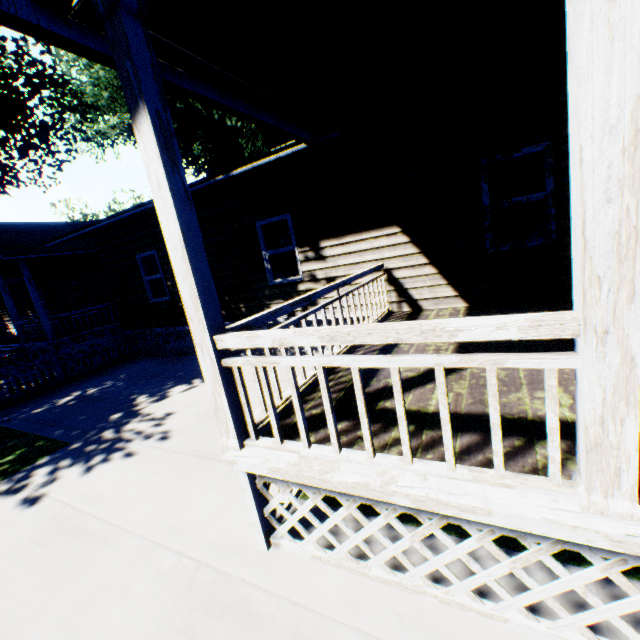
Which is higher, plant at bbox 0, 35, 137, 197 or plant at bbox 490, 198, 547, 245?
plant at bbox 0, 35, 137, 197

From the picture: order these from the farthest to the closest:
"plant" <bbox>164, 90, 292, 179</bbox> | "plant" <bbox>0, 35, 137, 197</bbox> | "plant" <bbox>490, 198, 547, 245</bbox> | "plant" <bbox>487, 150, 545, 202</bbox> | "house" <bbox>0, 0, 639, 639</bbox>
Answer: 1. "plant" <bbox>164, 90, 292, 179</bbox>
2. "plant" <bbox>0, 35, 137, 197</bbox>
3. "plant" <bbox>490, 198, 547, 245</bbox>
4. "plant" <bbox>487, 150, 545, 202</bbox>
5. "house" <bbox>0, 0, 639, 639</bbox>

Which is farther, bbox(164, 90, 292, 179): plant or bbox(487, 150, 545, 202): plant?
bbox(164, 90, 292, 179): plant

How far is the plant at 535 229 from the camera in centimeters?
1082cm

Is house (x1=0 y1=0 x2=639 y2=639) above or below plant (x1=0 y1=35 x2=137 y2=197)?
below

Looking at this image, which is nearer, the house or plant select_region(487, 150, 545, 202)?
the house

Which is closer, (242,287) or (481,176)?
(481,176)
